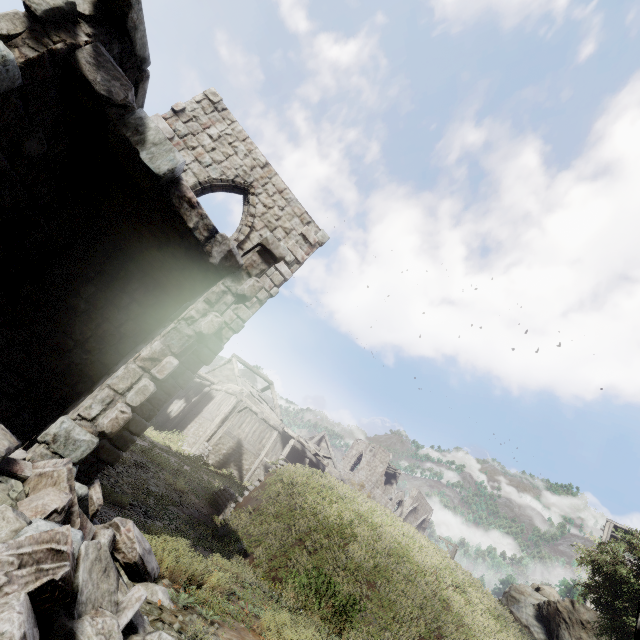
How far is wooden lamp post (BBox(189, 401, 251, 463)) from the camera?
20.2 meters

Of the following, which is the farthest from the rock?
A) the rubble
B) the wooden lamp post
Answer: the rubble

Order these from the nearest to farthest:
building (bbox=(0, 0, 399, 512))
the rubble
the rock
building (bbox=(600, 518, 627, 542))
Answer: the rubble < building (bbox=(0, 0, 399, 512)) < the rock < building (bbox=(600, 518, 627, 542))

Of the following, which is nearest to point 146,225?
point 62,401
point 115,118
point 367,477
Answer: point 115,118

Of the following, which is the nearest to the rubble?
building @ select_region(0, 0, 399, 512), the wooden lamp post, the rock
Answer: building @ select_region(0, 0, 399, 512)

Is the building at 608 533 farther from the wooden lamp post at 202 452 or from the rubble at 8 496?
the wooden lamp post at 202 452

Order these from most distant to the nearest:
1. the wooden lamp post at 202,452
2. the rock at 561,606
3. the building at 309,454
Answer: the wooden lamp post at 202,452, the rock at 561,606, the building at 309,454

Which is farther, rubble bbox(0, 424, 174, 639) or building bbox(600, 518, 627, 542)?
building bbox(600, 518, 627, 542)
